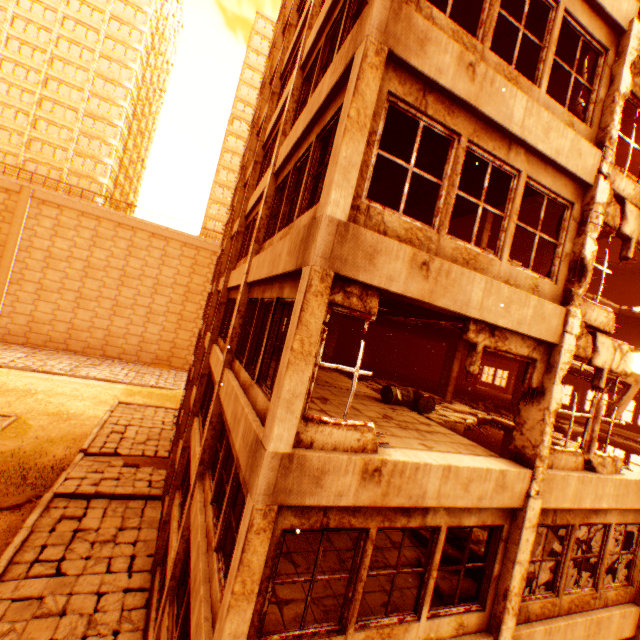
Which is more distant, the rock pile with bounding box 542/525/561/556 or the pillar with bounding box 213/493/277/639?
the rock pile with bounding box 542/525/561/556

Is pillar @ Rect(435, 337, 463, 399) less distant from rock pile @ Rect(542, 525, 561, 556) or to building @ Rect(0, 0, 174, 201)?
rock pile @ Rect(542, 525, 561, 556)

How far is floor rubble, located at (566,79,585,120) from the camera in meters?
10.1

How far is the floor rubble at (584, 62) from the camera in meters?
9.4 m

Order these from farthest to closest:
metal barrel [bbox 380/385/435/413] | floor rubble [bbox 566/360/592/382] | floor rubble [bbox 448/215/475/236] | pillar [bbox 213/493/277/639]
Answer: floor rubble [bbox 448/215/475/236] < floor rubble [bbox 566/360/592/382] < metal barrel [bbox 380/385/435/413] < pillar [bbox 213/493/277/639]

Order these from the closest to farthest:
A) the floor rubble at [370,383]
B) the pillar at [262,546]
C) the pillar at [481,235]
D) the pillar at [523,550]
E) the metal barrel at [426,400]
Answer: the pillar at [262,546] → the pillar at [523,550] → the metal barrel at [426,400] → the floor rubble at [370,383] → the pillar at [481,235]

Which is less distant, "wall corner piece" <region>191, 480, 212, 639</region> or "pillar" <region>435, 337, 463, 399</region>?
"wall corner piece" <region>191, 480, 212, 639</region>

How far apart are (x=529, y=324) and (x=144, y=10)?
70.7 meters
